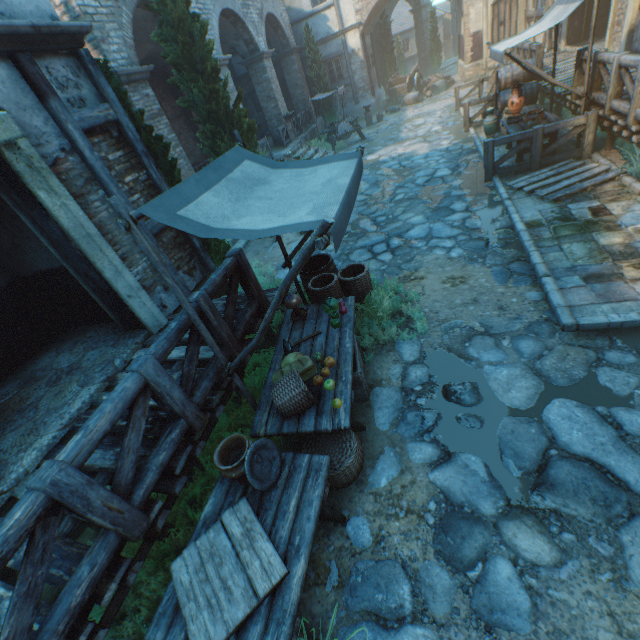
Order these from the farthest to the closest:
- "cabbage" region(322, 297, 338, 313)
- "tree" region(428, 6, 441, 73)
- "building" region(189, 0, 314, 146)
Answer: "tree" region(428, 6, 441, 73), "building" region(189, 0, 314, 146), "cabbage" region(322, 297, 338, 313)

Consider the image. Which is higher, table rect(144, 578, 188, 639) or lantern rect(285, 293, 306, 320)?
lantern rect(285, 293, 306, 320)

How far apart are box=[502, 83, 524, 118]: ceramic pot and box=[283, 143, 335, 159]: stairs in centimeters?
789cm

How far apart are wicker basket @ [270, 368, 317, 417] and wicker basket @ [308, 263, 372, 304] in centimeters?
170cm

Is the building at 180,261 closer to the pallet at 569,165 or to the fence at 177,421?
the fence at 177,421

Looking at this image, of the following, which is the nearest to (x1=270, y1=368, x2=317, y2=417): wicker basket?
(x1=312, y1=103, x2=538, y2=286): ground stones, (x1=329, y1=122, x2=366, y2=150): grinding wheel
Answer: (x1=312, y1=103, x2=538, y2=286): ground stones

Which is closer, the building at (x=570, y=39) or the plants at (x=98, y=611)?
the plants at (x=98, y=611)

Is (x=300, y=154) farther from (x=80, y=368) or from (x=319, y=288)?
(x=80, y=368)
